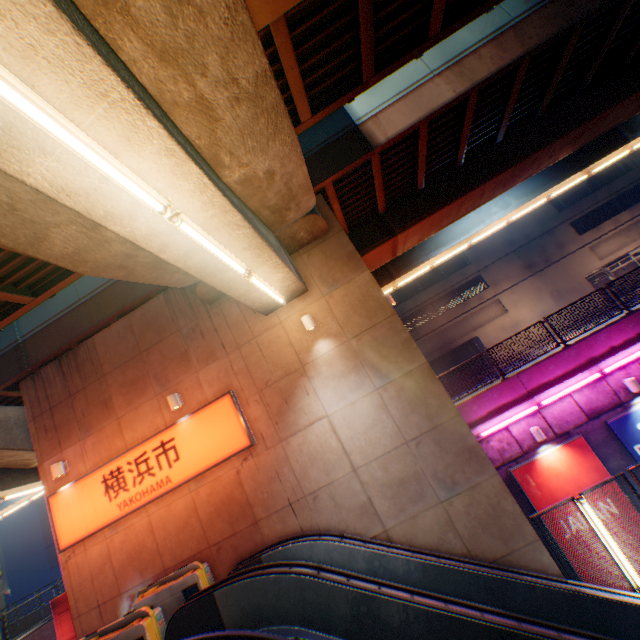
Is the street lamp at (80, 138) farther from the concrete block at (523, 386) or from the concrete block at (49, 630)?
the concrete block at (49, 630)

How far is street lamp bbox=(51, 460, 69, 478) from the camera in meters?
9.7

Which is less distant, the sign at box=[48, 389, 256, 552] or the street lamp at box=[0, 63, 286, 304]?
the street lamp at box=[0, 63, 286, 304]

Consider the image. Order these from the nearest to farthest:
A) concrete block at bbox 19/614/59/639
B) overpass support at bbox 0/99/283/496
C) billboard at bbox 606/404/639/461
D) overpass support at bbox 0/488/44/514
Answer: overpass support at bbox 0/99/283/496 → billboard at bbox 606/404/639/461 → concrete block at bbox 19/614/59/639 → overpass support at bbox 0/488/44/514

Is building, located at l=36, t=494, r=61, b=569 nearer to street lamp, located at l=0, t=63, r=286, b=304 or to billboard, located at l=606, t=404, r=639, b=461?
billboard, located at l=606, t=404, r=639, b=461

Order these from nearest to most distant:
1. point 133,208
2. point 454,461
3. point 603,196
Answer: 1. point 133,208
2. point 454,461
3. point 603,196

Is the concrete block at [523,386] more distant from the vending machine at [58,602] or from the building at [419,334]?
the building at [419,334]

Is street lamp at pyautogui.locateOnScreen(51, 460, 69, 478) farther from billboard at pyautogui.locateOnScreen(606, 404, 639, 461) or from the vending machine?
billboard at pyautogui.locateOnScreen(606, 404, 639, 461)
